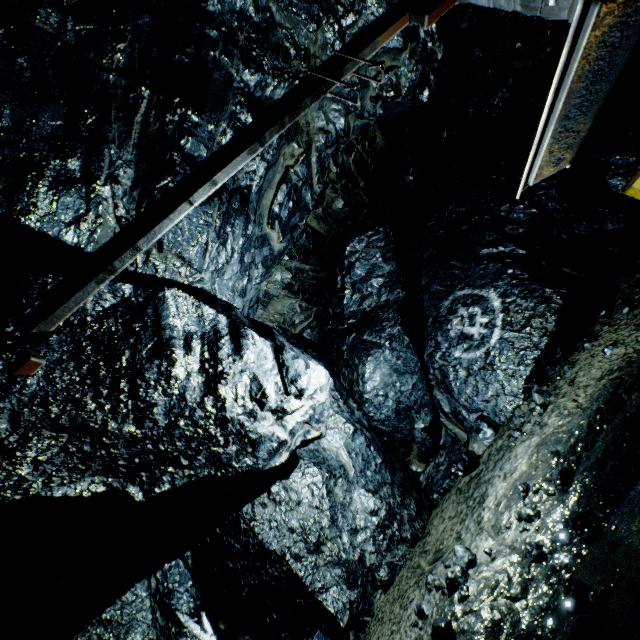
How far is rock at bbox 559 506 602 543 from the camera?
3.09m

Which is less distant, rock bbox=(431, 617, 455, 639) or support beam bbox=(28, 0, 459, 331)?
support beam bbox=(28, 0, 459, 331)

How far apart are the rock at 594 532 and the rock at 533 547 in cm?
23

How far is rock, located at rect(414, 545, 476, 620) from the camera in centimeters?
372cm

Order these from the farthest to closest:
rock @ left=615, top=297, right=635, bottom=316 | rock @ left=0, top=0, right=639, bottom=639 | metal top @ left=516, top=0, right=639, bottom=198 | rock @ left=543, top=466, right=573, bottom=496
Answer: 1. rock @ left=615, top=297, right=635, bottom=316
2. rock @ left=543, top=466, right=573, bottom=496
3. rock @ left=0, top=0, right=639, bottom=639
4. metal top @ left=516, top=0, right=639, bottom=198

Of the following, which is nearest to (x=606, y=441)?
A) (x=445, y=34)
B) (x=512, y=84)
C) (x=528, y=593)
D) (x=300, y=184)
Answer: (x=528, y=593)

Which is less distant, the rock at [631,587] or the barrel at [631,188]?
the rock at [631,587]

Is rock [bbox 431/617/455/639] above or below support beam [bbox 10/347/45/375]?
below
